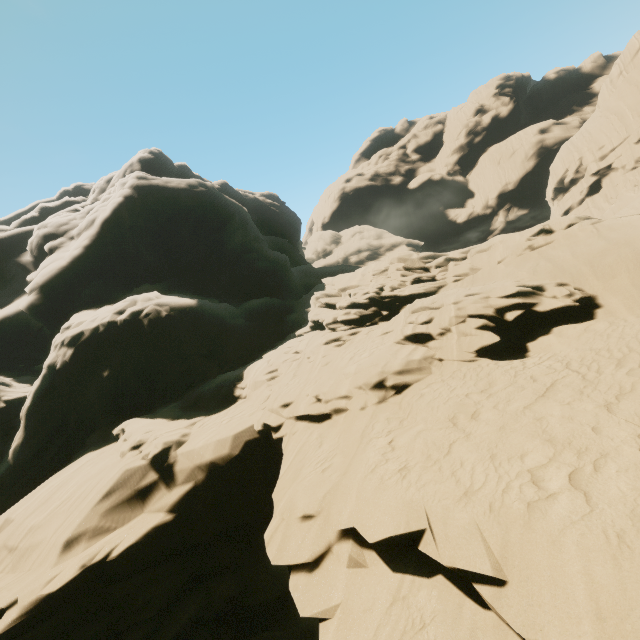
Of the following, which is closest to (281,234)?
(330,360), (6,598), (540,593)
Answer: (330,360)
